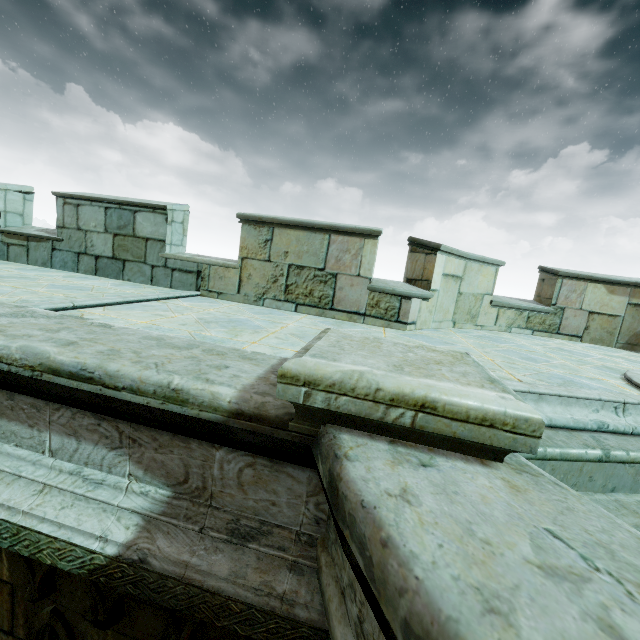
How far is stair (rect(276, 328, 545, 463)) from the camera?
1.1m

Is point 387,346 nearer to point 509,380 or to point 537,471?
point 537,471

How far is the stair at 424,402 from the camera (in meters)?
1.15
